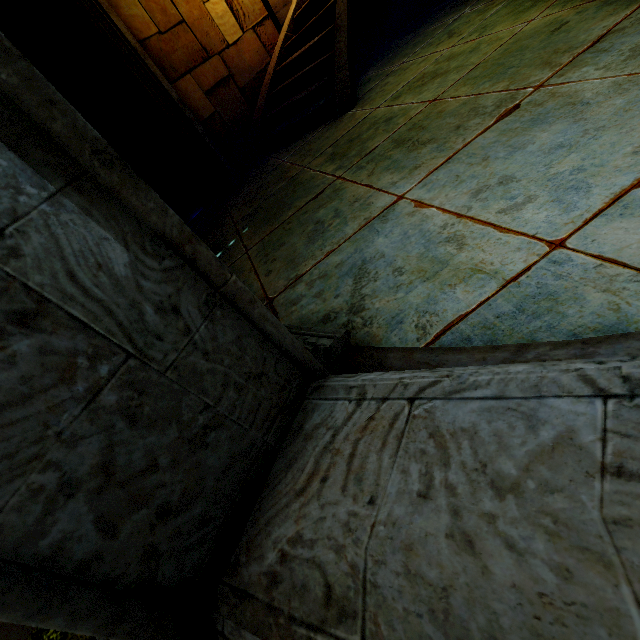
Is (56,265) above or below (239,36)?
below
